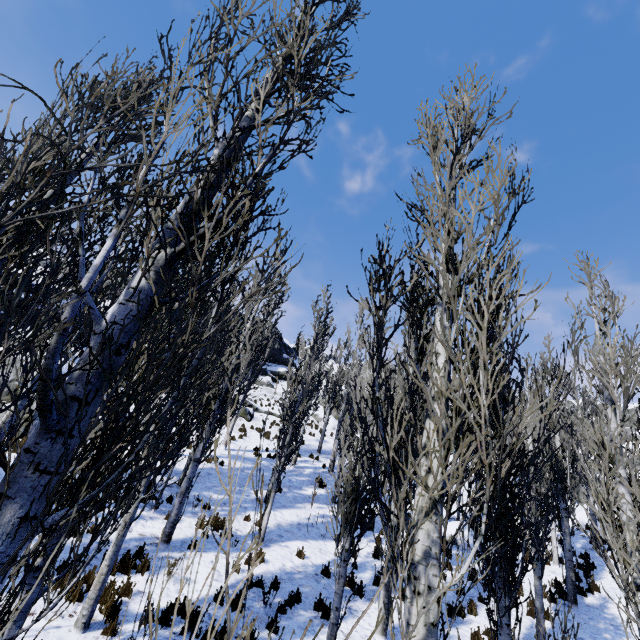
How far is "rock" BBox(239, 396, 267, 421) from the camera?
24.1m

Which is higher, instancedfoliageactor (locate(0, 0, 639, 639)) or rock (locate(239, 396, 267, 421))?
rock (locate(239, 396, 267, 421))

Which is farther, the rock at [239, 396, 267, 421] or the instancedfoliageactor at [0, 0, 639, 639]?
the rock at [239, 396, 267, 421]

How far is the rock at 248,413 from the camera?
24.1m

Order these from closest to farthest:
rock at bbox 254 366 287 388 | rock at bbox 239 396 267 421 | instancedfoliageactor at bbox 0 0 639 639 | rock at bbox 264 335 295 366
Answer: instancedfoliageactor at bbox 0 0 639 639 → rock at bbox 239 396 267 421 → rock at bbox 254 366 287 388 → rock at bbox 264 335 295 366

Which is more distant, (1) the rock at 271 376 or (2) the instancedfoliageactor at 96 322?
(1) the rock at 271 376

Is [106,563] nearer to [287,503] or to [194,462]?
[194,462]
